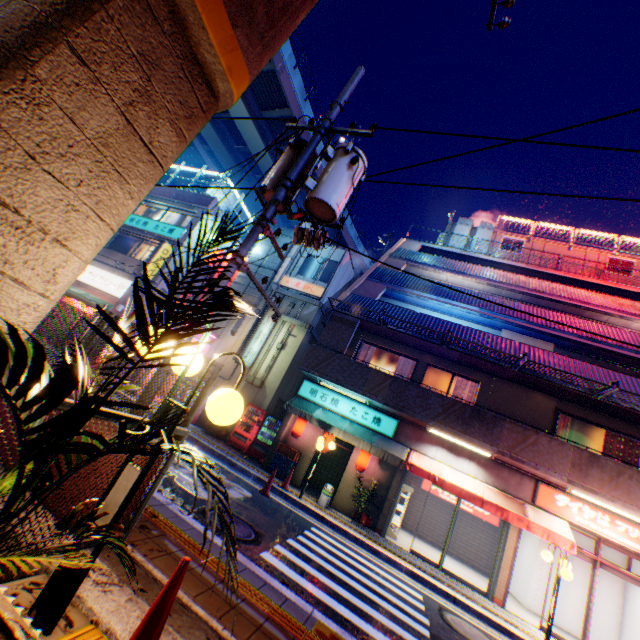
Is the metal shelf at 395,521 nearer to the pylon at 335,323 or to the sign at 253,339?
the pylon at 335,323

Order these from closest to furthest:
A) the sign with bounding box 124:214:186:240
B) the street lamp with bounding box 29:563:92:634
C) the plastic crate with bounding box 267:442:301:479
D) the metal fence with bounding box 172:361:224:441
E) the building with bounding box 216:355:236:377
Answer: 1. the street lamp with bounding box 29:563:92:634
2. the metal fence with bounding box 172:361:224:441
3. the plastic crate with bounding box 267:442:301:479
4. the building with bounding box 216:355:236:377
5. the sign with bounding box 124:214:186:240

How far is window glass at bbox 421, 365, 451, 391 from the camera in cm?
1373

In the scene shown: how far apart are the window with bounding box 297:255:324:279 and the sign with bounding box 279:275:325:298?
0.50m

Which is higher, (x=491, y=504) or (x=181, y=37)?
(x=181, y=37)

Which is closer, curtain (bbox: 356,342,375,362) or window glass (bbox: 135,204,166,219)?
→ curtain (bbox: 356,342,375,362)

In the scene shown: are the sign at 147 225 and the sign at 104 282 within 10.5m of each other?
yes

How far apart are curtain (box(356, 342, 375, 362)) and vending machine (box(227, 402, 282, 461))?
3.6 meters
